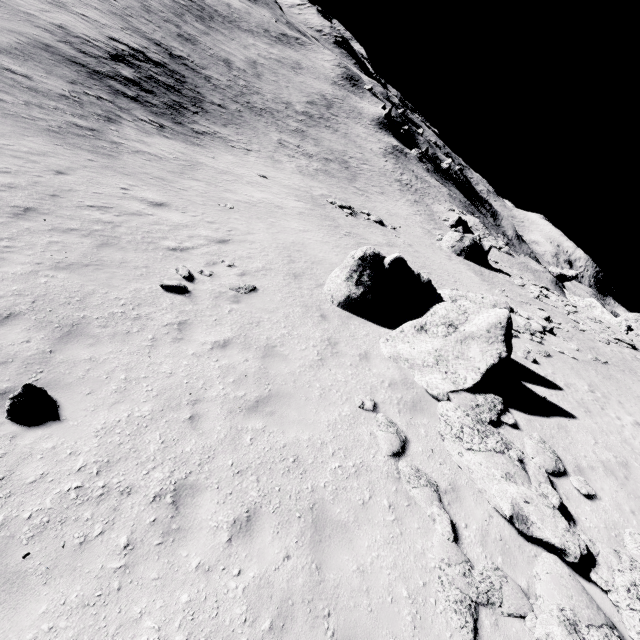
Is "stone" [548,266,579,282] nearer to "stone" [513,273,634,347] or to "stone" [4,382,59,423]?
"stone" [513,273,634,347]

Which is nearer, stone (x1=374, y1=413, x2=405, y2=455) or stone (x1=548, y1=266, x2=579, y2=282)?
stone (x1=374, y1=413, x2=405, y2=455)

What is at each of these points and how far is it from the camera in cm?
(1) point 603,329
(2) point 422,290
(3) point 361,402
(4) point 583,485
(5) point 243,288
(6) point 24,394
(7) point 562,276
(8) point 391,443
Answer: (1) stone, 2197
(2) stone, 1144
(3) stone, 782
(4) stone, 771
(5) stone, 1048
(6) stone, 502
(7) stone, 5441
(8) stone, 703

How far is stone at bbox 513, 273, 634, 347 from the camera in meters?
20.7

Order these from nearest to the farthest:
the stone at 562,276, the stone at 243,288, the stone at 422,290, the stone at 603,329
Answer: the stone at 422,290 < the stone at 243,288 < the stone at 603,329 < the stone at 562,276

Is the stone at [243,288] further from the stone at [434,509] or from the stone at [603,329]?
the stone at [603,329]

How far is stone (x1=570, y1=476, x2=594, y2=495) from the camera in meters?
7.5

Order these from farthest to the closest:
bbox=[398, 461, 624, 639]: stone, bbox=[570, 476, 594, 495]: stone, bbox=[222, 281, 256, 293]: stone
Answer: bbox=[222, 281, 256, 293]: stone, bbox=[570, 476, 594, 495]: stone, bbox=[398, 461, 624, 639]: stone
